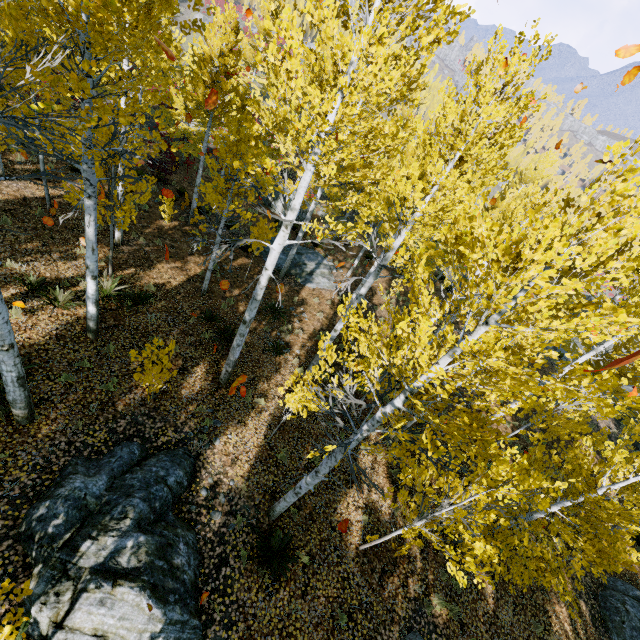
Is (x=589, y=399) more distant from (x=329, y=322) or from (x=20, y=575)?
(x=20, y=575)

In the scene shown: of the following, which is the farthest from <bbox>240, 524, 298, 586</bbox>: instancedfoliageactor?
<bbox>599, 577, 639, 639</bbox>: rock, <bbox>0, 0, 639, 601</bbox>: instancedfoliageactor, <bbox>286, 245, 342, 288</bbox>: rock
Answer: <bbox>286, 245, 342, 288</bbox>: rock

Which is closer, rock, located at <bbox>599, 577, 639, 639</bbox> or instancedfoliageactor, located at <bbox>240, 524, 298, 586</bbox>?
instancedfoliageactor, located at <bbox>240, 524, 298, 586</bbox>

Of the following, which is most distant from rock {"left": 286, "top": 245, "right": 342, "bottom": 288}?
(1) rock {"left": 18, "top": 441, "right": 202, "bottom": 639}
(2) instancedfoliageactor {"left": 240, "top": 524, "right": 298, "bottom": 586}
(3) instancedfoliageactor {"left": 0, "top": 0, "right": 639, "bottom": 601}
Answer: (2) instancedfoliageactor {"left": 240, "top": 524, "right": 298, "bottom": 586}

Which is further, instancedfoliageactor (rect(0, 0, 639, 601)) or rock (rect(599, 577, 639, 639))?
rock (rect(599, 577, 639, 639))

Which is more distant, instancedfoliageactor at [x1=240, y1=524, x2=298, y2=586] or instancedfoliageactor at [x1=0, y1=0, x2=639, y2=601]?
instancedfoliageactor at [x1=240, y1=524, x2=298, y2=586]

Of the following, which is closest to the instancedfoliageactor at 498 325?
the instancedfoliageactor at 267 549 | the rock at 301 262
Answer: the instancedfoliageactor at 267 549

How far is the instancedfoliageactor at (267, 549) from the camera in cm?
623
